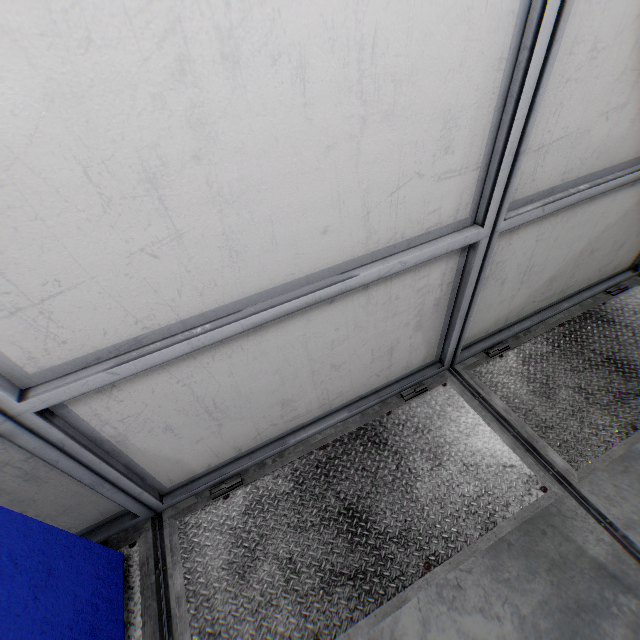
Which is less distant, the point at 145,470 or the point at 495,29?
the point at 495,29
